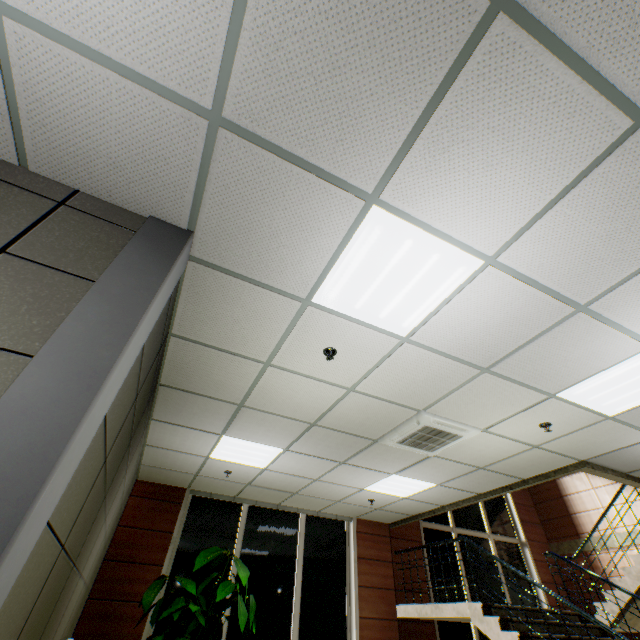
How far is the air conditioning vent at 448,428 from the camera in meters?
4.0

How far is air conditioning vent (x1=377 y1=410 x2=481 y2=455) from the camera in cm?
402

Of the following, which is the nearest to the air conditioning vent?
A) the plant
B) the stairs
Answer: the stairs

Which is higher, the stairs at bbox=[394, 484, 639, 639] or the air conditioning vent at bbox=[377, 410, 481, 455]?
the air conditioning vent at bbox=[377, 410, 481, 455]

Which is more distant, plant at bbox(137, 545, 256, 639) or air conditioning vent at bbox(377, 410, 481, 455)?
plant at bbox(137, 545, 256, 639)

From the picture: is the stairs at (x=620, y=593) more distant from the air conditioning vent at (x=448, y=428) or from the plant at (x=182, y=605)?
Answer: the plant at (x=182, y=605)

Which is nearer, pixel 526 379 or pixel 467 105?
pixel 467 105
